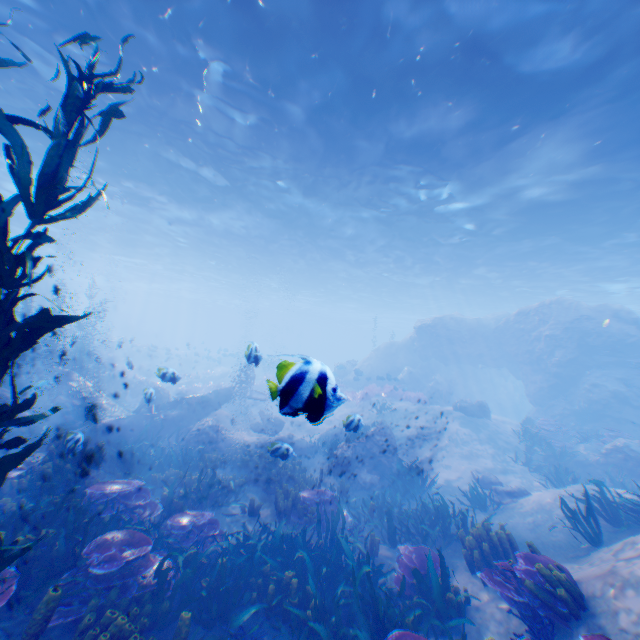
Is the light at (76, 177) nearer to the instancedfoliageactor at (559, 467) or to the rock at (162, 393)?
the rock at (162, 393)

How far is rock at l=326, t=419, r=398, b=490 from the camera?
11.9 meters

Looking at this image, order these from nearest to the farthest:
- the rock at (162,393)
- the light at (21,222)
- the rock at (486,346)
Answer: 1. the rock at (162,393)
2. the rock at (486,346)
3. the light at (21,222)

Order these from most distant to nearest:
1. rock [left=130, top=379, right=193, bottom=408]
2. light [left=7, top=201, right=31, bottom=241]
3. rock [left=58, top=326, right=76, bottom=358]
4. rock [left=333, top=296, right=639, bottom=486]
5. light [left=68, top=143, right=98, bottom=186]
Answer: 1. rock [left=58, top=326, right=76, bottom=358]
2. light [left=7, top=201, right=31, bottom=241]
3. rock [left=333, top=296, right=639, bottom=486]
4. light [left=68, top=143, right=98, bottom=186]
5. rock [left=130, top=379, right=193, bottom=408]

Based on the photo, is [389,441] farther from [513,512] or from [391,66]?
[391,66]

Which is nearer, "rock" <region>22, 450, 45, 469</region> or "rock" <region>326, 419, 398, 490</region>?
"rock" <region>22, 450, 45, 469</region>

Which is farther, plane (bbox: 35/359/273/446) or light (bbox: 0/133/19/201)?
light (bbox: 0/133/19/201)

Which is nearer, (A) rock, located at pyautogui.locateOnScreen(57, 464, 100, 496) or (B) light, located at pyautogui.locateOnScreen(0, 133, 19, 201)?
(A) rock, located at pyautogui.locateOnScreen(57, 464, 100, 496)
